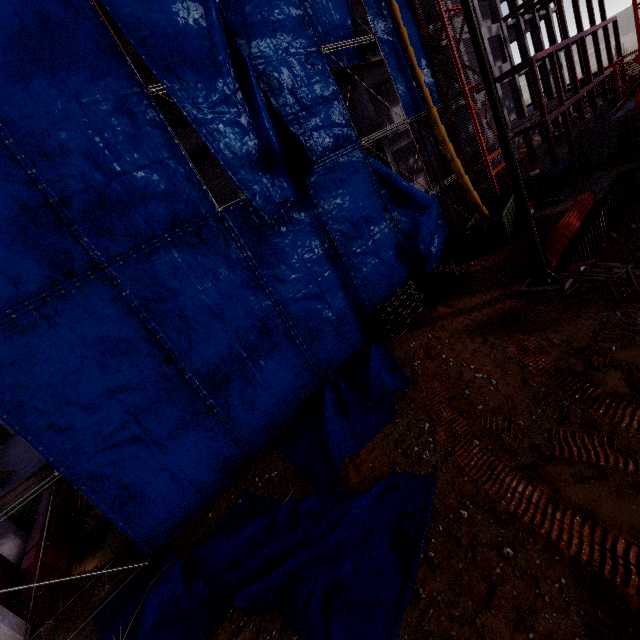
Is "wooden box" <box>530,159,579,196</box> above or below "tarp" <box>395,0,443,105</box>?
below

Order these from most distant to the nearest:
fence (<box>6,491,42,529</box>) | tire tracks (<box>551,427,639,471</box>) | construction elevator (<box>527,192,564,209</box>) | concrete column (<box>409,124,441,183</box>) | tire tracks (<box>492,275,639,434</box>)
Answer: concrete column (<box>409,124,441,183</box>)
construction elevator (<box>527,192,564,209</box>)
fence (<box>6,491,42,529</box>)
tire tracks (<box>492,275,639,434</box>)
tire tracks (<box>551,427,639,471</box>)

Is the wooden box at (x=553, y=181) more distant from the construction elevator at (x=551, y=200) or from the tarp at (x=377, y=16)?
the tarp at (x=377, y=16)

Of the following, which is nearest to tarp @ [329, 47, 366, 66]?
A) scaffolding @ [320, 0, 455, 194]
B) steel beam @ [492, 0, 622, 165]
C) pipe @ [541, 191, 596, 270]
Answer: scaffolding @ [320, 0, 455, 194]

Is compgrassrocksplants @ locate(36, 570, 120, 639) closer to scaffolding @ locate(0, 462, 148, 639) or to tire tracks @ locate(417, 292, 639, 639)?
scaffolding @ locate(0, 462, 148, 639)

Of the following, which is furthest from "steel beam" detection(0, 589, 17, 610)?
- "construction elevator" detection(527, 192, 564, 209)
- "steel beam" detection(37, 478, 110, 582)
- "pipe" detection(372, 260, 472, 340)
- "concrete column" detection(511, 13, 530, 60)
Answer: "concrete column" detection(511, 13, 530, 60)

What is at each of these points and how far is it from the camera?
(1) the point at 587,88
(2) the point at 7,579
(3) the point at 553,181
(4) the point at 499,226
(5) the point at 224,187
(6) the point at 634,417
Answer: (1) steel beam, 27.1 meters
(2) steel beam, 11.9 meters
(3) wooden box, 21.2 meters
(4) dumpster, 16.7 meters
(5) concrete column, 17.2 meters
(6) tire tracks, 6.6 meters

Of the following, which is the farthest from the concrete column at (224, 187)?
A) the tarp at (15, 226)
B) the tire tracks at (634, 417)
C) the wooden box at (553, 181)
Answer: the tire tracks at (634, 417)
